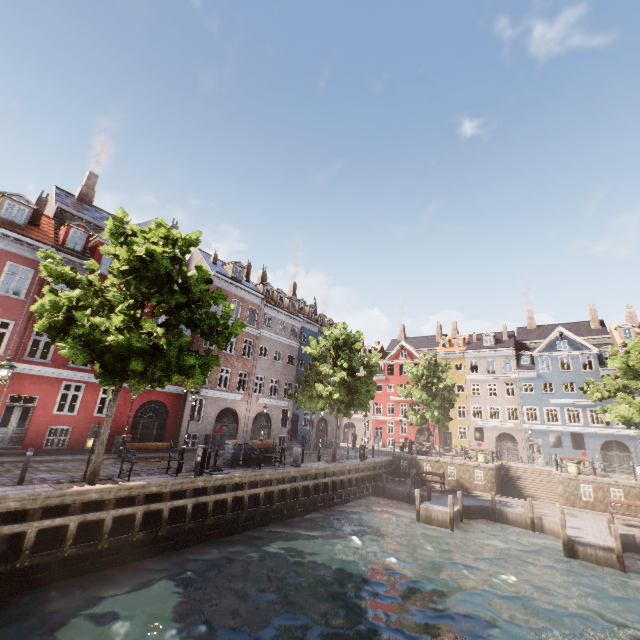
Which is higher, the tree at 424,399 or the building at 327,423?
the tree at 424,399

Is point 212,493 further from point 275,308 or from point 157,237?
point 275,308

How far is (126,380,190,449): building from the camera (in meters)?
21.22

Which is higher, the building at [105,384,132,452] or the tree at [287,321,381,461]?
the tree at [287,321,381,461]

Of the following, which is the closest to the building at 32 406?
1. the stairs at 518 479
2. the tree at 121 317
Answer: the tree at 121 317

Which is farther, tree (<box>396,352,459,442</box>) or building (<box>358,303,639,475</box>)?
building (<box>358,303,639,475</box>)

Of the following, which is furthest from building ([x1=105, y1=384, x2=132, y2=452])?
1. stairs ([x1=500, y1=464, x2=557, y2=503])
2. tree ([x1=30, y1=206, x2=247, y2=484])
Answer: stairs ([x1=500, y1=464, x2=557, y2=503])
